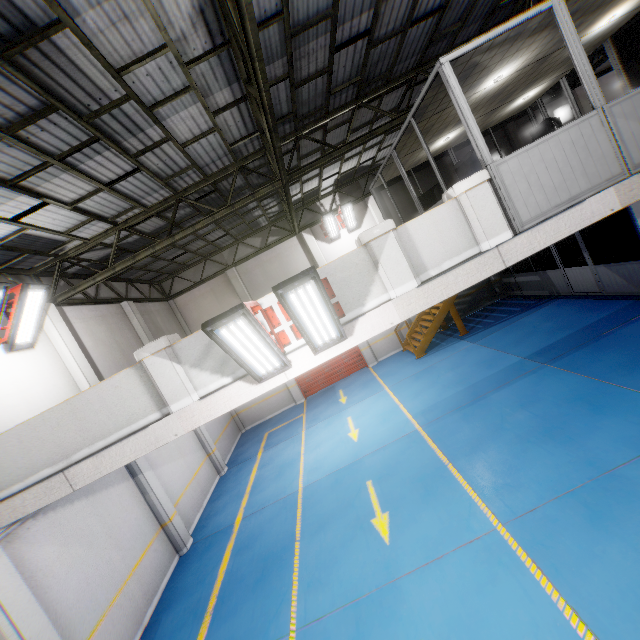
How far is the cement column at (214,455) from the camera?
12.98m

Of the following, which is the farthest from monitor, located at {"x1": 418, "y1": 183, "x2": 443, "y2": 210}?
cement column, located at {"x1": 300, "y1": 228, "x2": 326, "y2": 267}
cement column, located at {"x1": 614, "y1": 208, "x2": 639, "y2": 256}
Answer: cement column, located at {"x1": 614, "y1": 208, "x2": 639, "y2": 256}

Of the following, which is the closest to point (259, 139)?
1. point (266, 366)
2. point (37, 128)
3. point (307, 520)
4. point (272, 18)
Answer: point (272, 18)

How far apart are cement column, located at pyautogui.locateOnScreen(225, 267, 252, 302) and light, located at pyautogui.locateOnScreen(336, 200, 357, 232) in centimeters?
607cm

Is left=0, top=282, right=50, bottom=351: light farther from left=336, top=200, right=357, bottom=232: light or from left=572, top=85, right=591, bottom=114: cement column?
left=572, top=85, right=591, bottom=114: cement column

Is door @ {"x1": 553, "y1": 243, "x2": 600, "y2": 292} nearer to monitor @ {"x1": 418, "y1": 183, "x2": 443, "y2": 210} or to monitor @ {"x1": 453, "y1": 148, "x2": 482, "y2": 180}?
monitor @ {"x1": 418, "y1": 183, "x2": 443, "y2": 210}

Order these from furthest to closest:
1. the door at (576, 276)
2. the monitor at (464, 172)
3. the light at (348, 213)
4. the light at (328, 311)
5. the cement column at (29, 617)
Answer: the light at (348, 213) < the door at (576, 276) < the monitor at (464, 172) < the cement column at (29, 617) < the light at (328, 311)

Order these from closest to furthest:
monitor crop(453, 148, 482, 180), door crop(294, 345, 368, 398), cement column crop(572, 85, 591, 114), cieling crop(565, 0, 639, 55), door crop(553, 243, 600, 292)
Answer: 1. cieling crop(565, 0, 639, 55)
2. monitor crop(453, 148, 482, 180)
3. door crop(553, 243, 600, 292)
4. cement column crop(572, 85, 591, 114)
5. door crop(294, 345, 368, 398)
